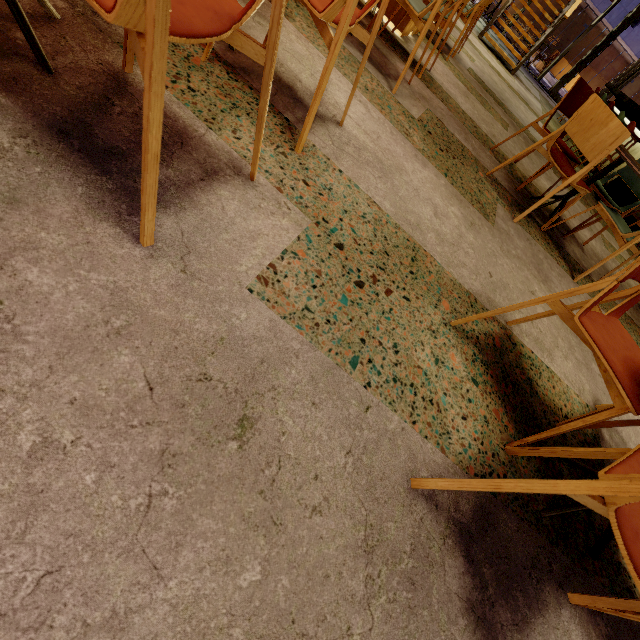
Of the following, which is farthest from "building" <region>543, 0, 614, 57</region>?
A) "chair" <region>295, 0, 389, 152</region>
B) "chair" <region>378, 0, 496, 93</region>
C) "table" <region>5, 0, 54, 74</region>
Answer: "table" <region>5, 0, 54, 74</region>

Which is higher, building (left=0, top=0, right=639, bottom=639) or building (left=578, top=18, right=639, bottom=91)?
building (left=578, top=18, right=639, bottom=91)

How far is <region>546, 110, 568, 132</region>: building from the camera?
7.3m

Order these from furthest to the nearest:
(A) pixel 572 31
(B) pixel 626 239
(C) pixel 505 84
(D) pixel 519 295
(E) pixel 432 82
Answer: (A) pixel 572 31, (C) pixel 505 84, (E) pixel 432 82, (B) pixel 626 239, (D) pixel 519 295

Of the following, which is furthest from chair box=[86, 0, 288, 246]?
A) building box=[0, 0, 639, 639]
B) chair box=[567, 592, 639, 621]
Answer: chair box=[567, 592, 639, 621]

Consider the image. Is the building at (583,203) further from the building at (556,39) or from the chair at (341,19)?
the building at (556,39)

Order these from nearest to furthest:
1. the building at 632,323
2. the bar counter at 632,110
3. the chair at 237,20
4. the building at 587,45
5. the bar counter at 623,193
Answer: the chair at 237,20 < the building at 632,323 < the bar counter at 623,193 < the bar counter at 632,110 < the building at 587,45

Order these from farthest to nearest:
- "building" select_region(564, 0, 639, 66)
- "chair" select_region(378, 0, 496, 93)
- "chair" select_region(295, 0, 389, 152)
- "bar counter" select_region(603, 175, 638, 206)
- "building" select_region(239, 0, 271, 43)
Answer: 1. "building" select_region(564, 0, 639, 66)
2. "bar counter" select_region(603, 175, 638, 206)
3. "chair" select_region(378, 0, 496, 93)
4. "building" select_region(239, 0, 271, 43)
5. "chair" select_region(295, 0, 389, 152)
